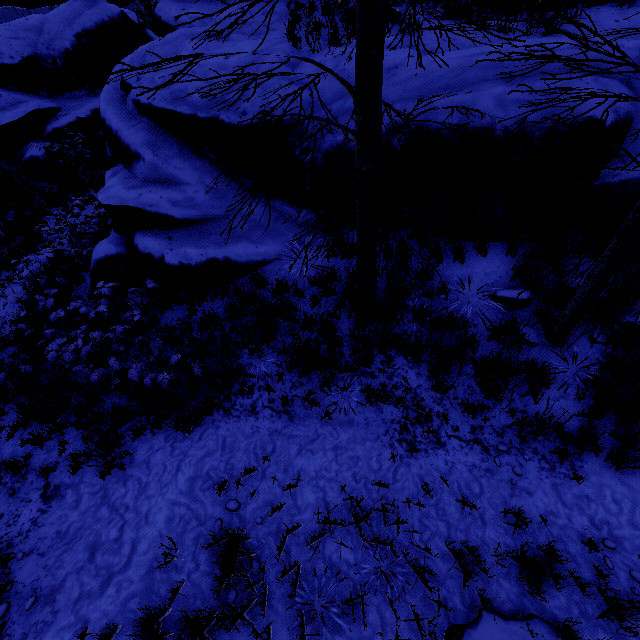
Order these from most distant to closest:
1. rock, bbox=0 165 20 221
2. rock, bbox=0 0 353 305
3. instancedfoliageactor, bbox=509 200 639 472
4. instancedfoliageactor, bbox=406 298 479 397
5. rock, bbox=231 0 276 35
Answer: rock, bbox=0 165 20 221
rock, bbox=231 0 276 35
rock, bbox=0 0 353 305
instancedfoliageactor, bbox=406 298 479 397
instancedfoliageactor, bbox=509 200 639 472

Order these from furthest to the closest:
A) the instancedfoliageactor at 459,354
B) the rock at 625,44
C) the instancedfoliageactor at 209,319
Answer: the instancedfoliageactor at 209,319, the rock at 625,44, the instancedfoliageactor at 459,354

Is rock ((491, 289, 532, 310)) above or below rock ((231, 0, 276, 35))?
below

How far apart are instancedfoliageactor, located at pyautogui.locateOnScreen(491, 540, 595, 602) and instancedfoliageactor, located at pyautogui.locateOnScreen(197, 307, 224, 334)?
5.7m

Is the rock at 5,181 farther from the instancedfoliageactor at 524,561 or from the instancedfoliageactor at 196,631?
the instancedfoliageactor at 524,561

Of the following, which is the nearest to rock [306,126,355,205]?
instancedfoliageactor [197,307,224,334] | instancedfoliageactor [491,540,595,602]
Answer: instancedfoliageactor [197,307,224,334]

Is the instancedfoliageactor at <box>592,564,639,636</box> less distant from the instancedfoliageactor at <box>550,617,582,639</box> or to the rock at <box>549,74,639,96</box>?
the instancedfoliageactor at <box>550,617,582,639</box>

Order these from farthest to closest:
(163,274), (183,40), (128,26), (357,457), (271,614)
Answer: (128,26)
(183,40)
(163,274)
(357,457)
(271,614)
